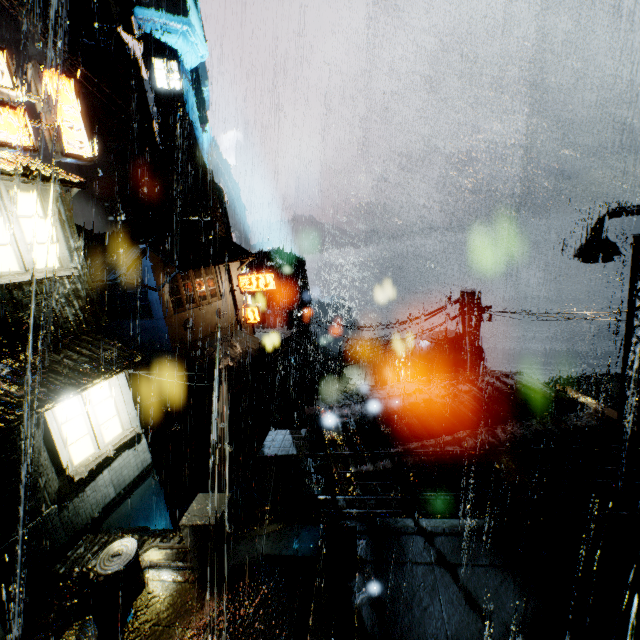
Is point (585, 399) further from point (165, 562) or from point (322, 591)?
point (165, 562)

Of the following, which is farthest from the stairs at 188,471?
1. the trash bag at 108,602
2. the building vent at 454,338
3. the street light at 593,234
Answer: the street light at 593,234

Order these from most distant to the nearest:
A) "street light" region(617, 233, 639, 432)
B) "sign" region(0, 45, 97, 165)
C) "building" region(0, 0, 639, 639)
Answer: "sign" region(0, 45, 97, 165) < "street light" region(617, 233, 639, 432) < "building" region(0, 0, 639, 639)

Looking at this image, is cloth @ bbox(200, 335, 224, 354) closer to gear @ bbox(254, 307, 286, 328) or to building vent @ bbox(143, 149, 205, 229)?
gear @ bbox(254, 307, 286, 328)

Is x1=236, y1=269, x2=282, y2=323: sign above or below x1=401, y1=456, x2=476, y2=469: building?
above

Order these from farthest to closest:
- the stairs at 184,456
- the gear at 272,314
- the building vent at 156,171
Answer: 1. the gear at 272,314
2. the building vent at 156,171
3. the stairs at 184,456

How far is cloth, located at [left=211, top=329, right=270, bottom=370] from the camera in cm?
2406

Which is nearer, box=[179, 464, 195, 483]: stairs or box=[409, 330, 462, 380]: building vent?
box=[409, 330, 462, 380]: building vent
